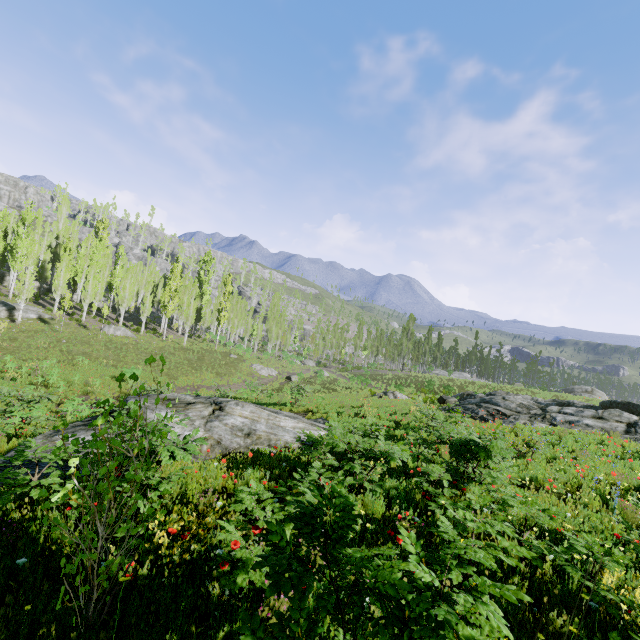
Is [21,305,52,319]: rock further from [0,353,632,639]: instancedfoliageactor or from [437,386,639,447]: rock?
[437,386,639,447]: rock

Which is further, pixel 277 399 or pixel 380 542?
pixel 277 399

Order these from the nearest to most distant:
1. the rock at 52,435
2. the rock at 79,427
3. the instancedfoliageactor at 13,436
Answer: the instancedfoliageactor at 13,436
the rock at 52,435
the rock at 79,427

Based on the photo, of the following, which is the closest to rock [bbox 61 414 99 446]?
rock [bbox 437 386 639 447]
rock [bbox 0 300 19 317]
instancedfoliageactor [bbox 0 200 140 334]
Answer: instancedfoliageactor [bbox 0 200 140 334]

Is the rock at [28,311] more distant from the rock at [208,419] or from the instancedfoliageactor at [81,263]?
the rock at [208,419]

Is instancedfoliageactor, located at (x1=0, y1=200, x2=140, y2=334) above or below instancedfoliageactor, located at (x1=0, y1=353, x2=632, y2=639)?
above

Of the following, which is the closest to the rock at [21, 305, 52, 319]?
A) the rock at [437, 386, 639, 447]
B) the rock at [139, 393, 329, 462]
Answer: the rock at [139, 393, 329, 462]

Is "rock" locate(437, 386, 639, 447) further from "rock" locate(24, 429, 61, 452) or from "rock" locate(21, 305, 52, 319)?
"rock" locate(21, 305, 52, 319)
